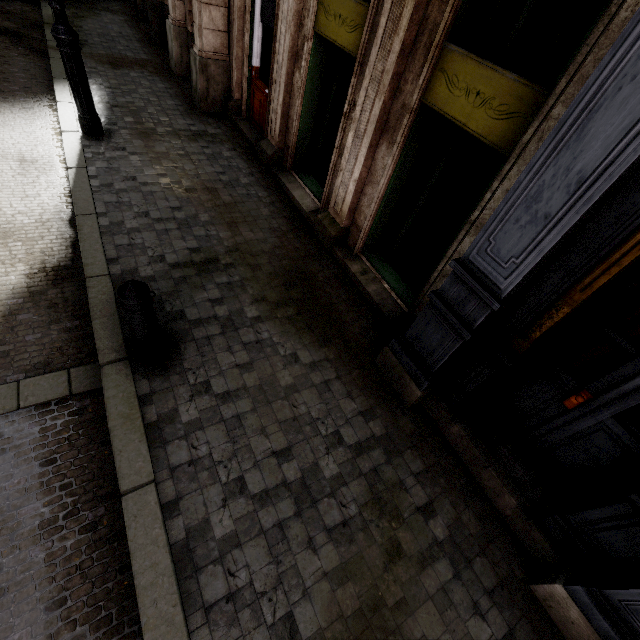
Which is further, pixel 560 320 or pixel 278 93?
pixel 278 93

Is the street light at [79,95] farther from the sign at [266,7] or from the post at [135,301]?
the post at [135,301]

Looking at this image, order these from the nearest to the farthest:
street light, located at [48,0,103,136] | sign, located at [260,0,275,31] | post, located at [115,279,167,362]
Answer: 1. post, located at [115,279,167,362]
2. street light, located at [48,0,103,136]
3. sign, located at [260,0,275,31]

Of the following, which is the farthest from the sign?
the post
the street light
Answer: the post

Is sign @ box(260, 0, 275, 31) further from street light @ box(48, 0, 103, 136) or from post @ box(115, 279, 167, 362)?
post @ box(115, 279, 167, 362)
